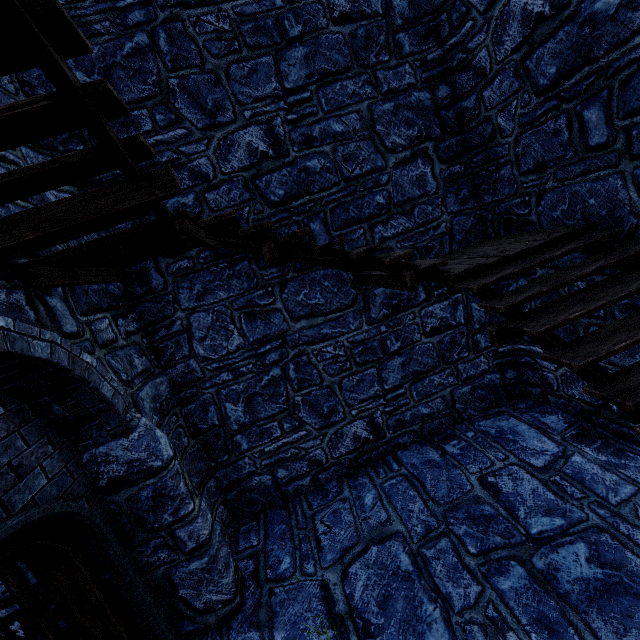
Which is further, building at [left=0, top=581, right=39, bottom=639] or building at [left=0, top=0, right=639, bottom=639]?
building at [left=0, top=581, right=39, bottom=639]

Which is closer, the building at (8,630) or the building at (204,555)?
the building at (204,555)

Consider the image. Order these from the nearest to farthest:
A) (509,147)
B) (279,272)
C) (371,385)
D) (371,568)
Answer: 1. (371,568)
2. (509,147)
3. (279,272)
4. (371,385)
